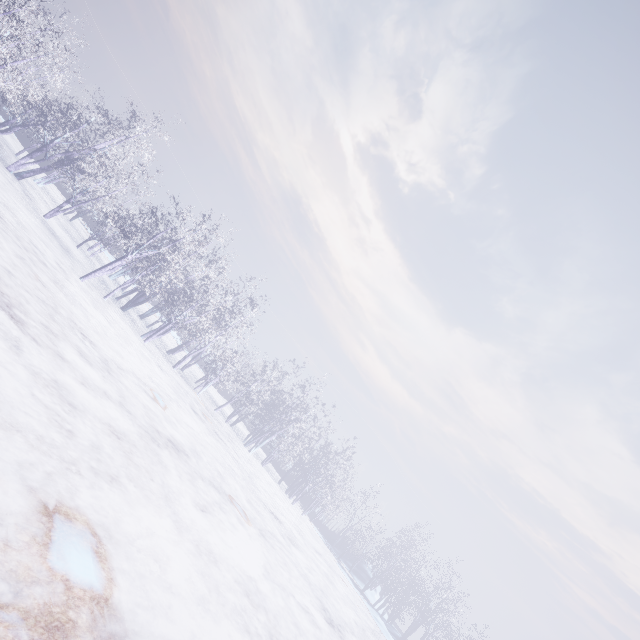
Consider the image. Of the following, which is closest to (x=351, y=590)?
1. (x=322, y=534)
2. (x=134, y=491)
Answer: (x=322, y=534)
